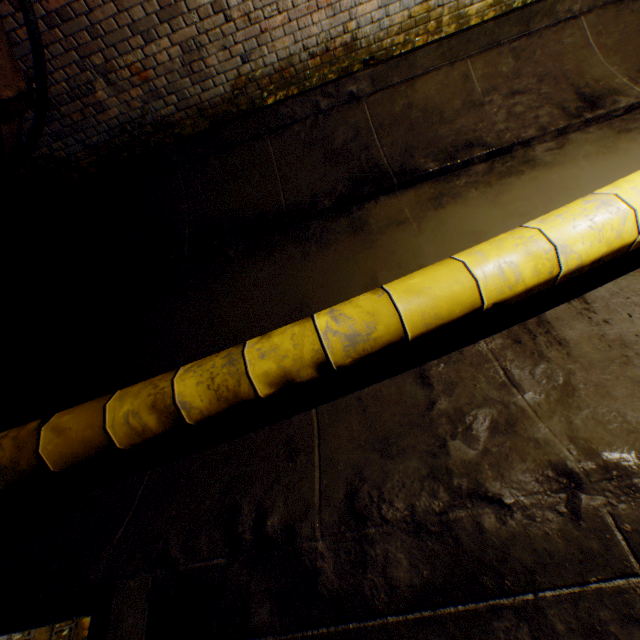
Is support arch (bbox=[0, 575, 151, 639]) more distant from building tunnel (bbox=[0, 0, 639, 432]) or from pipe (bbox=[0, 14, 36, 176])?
pipe (bbox=[0, 14, 36, 176])

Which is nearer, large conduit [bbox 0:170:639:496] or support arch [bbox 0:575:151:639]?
support arch [bbox 0:575:151:639]

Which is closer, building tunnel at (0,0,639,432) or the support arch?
the support arch

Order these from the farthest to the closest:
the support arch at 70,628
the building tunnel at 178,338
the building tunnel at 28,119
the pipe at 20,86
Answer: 1. the building tunnel at 28,119
2. the building tunnel at 178,338
3. the pipe at 20,86
4. the support arch at 70,628

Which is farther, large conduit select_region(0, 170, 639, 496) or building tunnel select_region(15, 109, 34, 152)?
building tunnel select_region(15, 109, 34, 152)

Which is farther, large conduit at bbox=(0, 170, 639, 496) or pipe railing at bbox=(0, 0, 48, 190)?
pipe railing at bbox=(0, 0, 48, 190)

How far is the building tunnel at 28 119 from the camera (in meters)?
3.66

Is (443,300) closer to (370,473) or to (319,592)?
(370,473)
